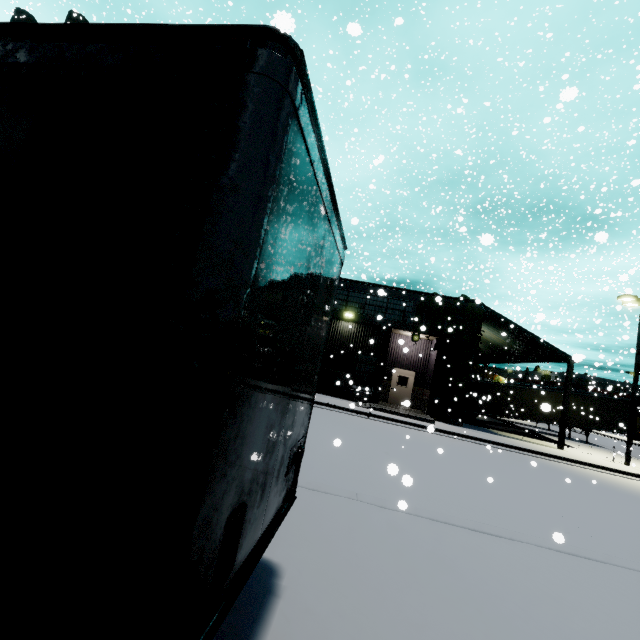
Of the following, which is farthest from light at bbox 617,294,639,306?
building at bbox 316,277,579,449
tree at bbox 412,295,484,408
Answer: tree at bbox 412,295,484,408

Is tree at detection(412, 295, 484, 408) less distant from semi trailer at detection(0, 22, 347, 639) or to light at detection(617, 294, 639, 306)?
semi trailer at detection(0, 22, 347, 639)

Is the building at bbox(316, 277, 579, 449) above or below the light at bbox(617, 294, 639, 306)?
below

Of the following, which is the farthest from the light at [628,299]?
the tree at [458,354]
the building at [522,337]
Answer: the tree at [458,354]

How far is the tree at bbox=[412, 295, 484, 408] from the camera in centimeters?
1969cm

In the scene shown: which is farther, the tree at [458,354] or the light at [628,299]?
the tree at [458,354]

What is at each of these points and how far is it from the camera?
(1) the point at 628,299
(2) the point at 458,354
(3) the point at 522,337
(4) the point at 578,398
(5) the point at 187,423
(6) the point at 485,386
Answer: (1) light, 19.39m
(2) tree, 20.06m
(3) building, 20.89m
(4) semi trailer, 26.38m
(5) semi trailer, 1.22m
(6) semi trailer, 27.42m
